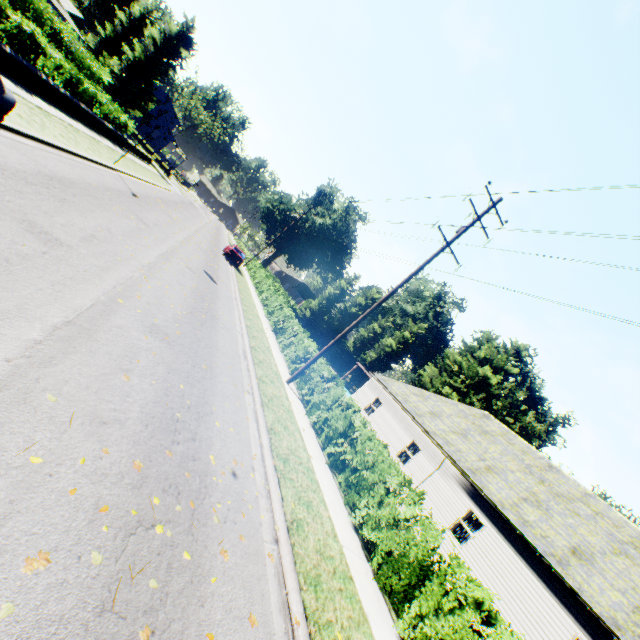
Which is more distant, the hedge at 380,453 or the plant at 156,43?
the plant at 156,43

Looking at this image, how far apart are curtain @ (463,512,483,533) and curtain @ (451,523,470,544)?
0.1m

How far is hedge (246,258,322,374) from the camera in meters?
16.5 m

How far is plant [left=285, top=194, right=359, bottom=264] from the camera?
56.3 meters

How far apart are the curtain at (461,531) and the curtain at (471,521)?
0.1m

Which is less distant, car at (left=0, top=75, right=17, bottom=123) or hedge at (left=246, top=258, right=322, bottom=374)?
car at (left=0, top=75, right=17, bottom=123)

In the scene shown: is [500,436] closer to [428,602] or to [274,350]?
[274,350]

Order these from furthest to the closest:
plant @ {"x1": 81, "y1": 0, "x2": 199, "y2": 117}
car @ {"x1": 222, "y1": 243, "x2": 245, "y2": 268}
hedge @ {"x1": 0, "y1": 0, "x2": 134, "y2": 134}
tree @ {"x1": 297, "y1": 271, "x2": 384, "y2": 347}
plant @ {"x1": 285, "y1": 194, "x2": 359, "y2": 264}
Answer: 1. plant @ {"x1": 285, "y1": 194, "x2": 359, "y2": 264}
2. tree @ {"x1": 297, "y1": 271, "x2": 384, "y2": 347}
3. plant @ {"x1": 81, "y1": 0, "x2": 199, "y2": 117}
4. car @ {"x1": 222, "y1": 243, "x2": 245, "y2": 268}
5. hedge @ {"x1": 0, "y1": 0, "x2": 134, "y2": 134}
